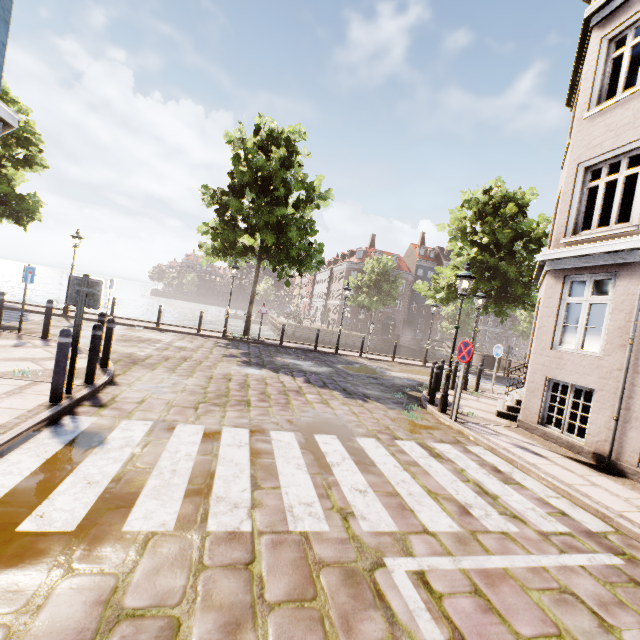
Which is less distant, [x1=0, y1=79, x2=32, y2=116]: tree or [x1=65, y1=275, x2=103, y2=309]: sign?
[x1=65, y1=275, x2=103, y2=309]: sign

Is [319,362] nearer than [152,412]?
No

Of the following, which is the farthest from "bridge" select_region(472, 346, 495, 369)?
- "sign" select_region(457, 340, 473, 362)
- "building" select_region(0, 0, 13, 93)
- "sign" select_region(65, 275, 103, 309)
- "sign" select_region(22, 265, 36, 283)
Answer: "sign" select_region(22, 265, 36, 283)

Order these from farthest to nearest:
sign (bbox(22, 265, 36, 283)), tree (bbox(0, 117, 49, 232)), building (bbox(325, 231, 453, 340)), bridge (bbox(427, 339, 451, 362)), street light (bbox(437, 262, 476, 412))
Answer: building (bbox(325, 231, 453, 340)), bridge (bbox(427, 339, 451, 362)), tree (bbox(0, 117, 49, 232)), sign (bbox(22, 265, 36, 283)), street light (bbox(437, 262, 476, 412))

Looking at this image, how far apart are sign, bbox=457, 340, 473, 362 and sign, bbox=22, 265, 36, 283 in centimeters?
1164cm

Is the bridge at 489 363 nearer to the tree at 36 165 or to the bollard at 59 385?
the tree at 36 165

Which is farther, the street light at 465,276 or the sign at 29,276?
the sign at 29,276

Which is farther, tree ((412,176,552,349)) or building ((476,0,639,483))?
tree ((412,176,552,349))
